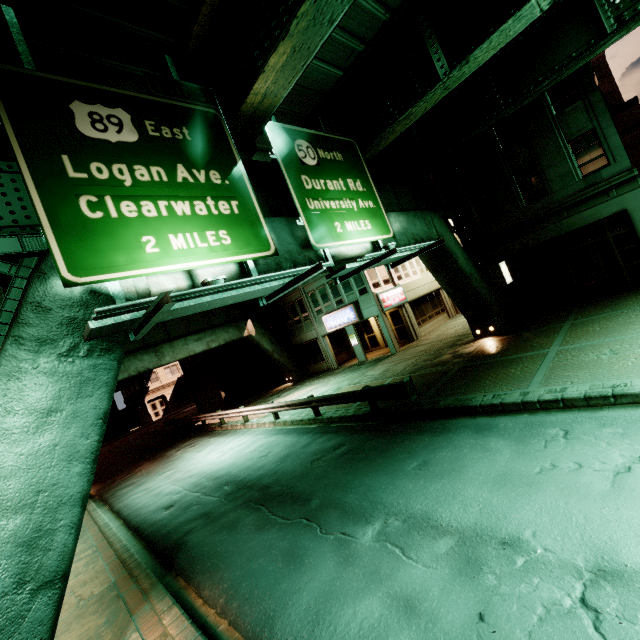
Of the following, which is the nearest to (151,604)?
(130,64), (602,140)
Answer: (130,64)

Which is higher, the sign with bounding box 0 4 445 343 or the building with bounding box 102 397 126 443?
the sign with bounding box 0 4 445 343

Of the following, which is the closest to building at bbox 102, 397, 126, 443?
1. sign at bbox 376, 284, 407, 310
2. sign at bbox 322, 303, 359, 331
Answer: sign at bbox 322, 303, 359, 331

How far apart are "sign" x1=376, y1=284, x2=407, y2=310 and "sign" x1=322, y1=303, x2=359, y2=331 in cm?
175

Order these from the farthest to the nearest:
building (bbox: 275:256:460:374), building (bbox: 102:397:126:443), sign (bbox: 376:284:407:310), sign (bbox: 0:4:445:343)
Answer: building (bbox: 102:397:126:443), building (bbox: 275:256:460:374), sign (bbox: 376:284:407:310), sign (bbox: 0:4:445:343)

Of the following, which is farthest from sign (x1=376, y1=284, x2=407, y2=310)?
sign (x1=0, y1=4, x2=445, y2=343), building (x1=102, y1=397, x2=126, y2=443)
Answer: building (x1=102, y1=397, x2=126, y2=443)

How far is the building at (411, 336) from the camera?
23.9 meters

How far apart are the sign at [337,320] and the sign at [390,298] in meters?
1.7 m
